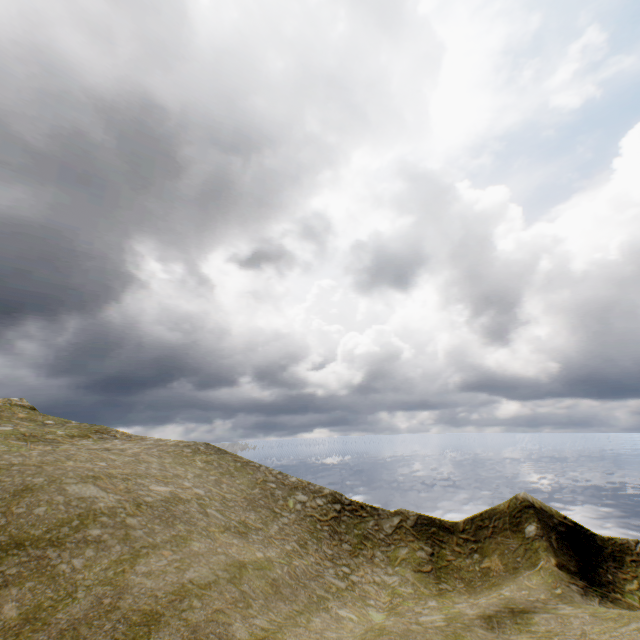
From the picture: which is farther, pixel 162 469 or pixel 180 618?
pixel 162 469
